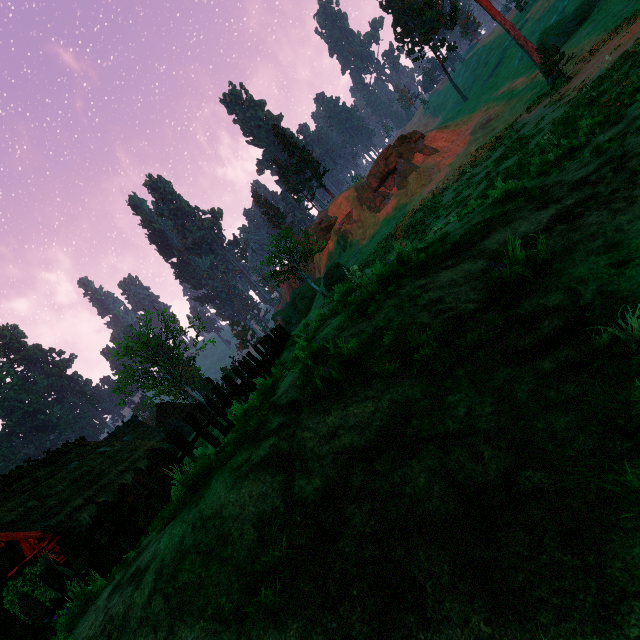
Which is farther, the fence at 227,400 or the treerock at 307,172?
the treerock at 307,172

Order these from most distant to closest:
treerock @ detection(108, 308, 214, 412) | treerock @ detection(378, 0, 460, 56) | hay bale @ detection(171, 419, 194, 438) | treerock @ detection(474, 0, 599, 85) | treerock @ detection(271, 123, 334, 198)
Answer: treerock @ detection(271, 123, 334, 198), hay bale @ detection(171, 419, 194, 438), treerock @ detection(108, 308, 214, 412), treerock @ detection(378, 0, 460, 56), treerock @ detection(474, 0, 599, 85)

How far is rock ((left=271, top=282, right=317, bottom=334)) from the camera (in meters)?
52.88

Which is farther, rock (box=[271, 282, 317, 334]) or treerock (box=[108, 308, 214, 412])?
rock (box=[271, 282, 317, 334])

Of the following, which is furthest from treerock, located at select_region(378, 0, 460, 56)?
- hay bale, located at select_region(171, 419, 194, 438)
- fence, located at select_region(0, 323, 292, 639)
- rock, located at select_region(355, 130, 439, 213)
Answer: rock, located at select_region(355, 130, 439, 213)

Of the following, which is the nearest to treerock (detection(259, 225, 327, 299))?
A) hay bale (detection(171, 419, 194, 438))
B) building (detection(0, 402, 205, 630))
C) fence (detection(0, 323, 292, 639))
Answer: building (detection(0, 402, 205, 630))

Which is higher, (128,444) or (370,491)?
(128,444)

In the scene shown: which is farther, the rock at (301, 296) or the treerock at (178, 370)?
the rock at (301, 296)
